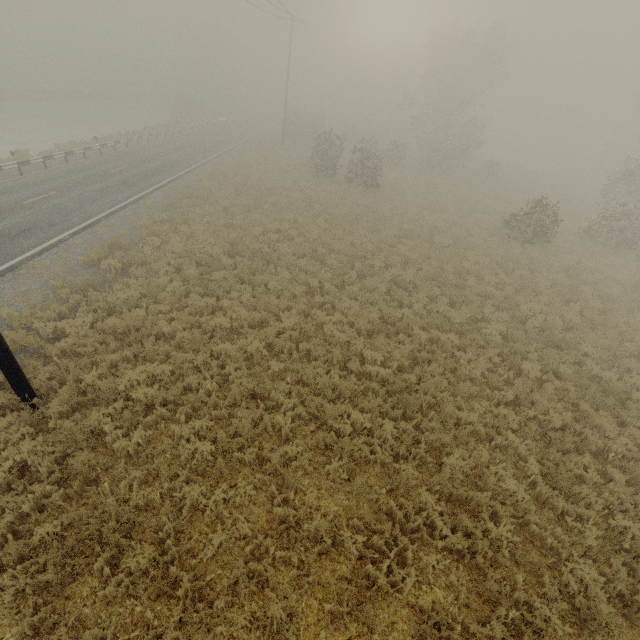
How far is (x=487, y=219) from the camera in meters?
23.3 m
